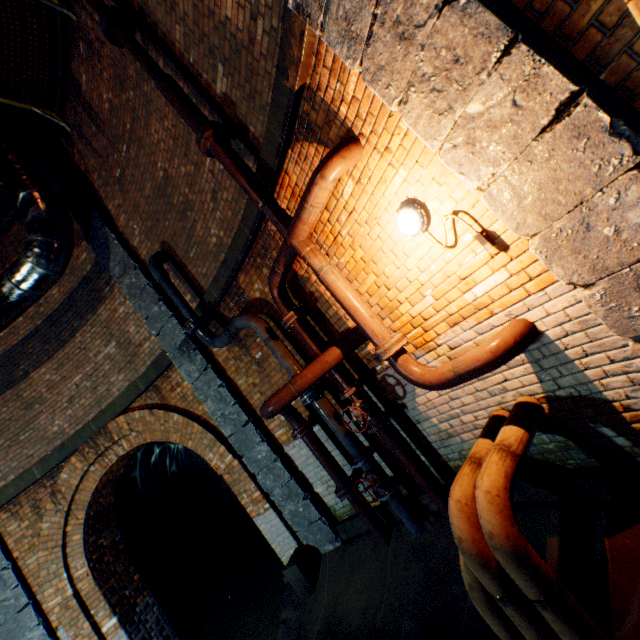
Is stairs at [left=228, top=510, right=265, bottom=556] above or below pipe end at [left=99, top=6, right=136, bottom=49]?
below

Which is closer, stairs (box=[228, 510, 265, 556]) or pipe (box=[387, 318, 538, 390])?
pipe (box=[387, 318, 538, 390])

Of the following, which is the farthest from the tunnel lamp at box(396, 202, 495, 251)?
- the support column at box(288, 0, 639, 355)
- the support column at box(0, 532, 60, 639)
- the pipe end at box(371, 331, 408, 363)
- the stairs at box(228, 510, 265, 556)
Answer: the stairs at box(228, 510, 265, 556)

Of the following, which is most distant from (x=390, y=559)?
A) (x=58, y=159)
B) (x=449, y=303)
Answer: (x=58, y=159)

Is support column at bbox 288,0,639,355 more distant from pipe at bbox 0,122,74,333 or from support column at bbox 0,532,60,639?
support column at bbox 0,532,60,639

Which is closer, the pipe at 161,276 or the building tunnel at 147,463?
the pipe at 161,276

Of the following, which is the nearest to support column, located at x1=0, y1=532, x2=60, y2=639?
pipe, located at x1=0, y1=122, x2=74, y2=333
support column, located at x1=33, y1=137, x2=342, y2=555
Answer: pipe, located at x1=0, y1=122, x2=74, y2=333

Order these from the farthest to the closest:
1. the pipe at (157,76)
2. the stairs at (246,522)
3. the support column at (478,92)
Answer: the stairs at (246,522)
the pipe at (157,76)
the support column at (478,92)
